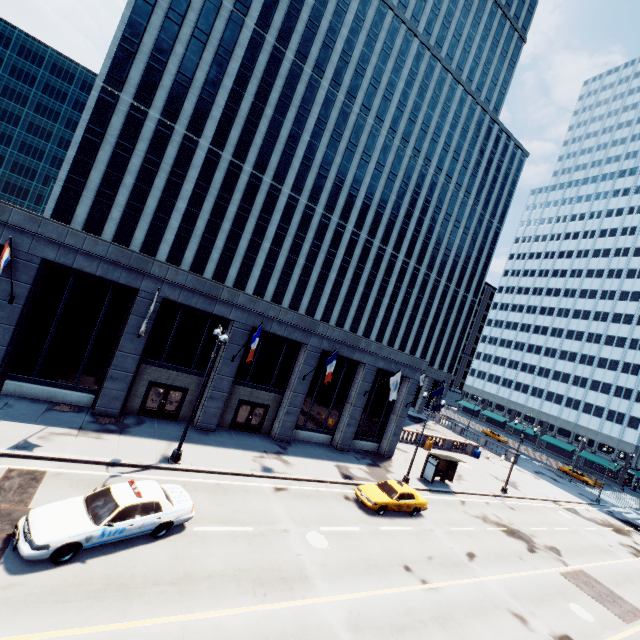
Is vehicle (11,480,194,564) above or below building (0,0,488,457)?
below

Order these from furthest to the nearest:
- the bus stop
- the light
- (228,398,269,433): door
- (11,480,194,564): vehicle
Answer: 1. the bus stop
2. (228,398,269,433): door
3. the light
4. (11,480,194,564): vehicle

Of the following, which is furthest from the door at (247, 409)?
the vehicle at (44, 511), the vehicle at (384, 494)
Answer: the vehicle at (44, 511)

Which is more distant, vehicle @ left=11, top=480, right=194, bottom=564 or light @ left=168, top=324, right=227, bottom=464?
light @ left=168, top=324, right=227, bottom=464

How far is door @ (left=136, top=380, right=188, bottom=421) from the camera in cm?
2082

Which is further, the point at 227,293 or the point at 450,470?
the point at 450,470

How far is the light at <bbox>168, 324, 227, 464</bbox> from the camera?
16.33m

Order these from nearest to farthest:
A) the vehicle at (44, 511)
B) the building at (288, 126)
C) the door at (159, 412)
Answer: the vehicle at (44, 511)
the building at (288, 126)
the door at (159, 412)
